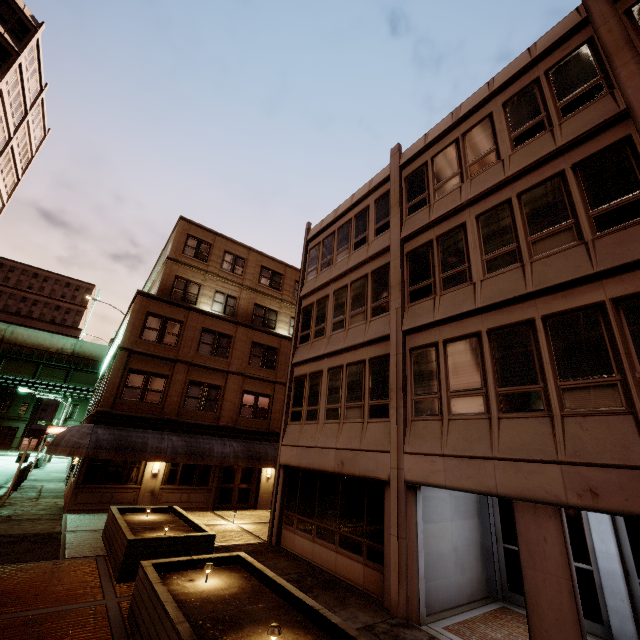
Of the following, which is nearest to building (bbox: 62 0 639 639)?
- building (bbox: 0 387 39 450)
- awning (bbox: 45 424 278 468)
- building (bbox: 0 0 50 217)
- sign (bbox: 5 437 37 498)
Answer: awning (bbox: 45 424 278 468)

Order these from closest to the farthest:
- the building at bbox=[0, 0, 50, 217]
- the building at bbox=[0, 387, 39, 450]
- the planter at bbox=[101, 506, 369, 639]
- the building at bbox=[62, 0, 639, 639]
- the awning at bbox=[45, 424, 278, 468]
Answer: the planter at bbox=[101, 506, 369, 639] < the building at bbox=[62, 0, 639, 639] < the awning at bbox=[45, 424, 278, 468] < the building at bbox=[0, 0, 50, 217] < the building at bbox=[0, 387, 39, 450]

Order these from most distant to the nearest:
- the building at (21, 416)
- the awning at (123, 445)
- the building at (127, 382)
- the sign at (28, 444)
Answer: the building at (21, 416)
the sign at (28, 444)
the awning at (123, 445)
the building at (127, 382)

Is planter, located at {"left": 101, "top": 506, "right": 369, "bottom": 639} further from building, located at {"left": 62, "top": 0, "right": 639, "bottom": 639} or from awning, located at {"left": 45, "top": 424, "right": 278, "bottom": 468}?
awning, located at {"left": 45, "top": 424, "right": 278, "bottom": 468}

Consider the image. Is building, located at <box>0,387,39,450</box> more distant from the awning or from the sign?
the sign

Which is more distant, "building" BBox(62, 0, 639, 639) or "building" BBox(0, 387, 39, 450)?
"building" BBox(0, 387, 39, 450)

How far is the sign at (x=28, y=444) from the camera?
17.2 meters

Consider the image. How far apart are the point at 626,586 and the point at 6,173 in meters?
53.4 m
